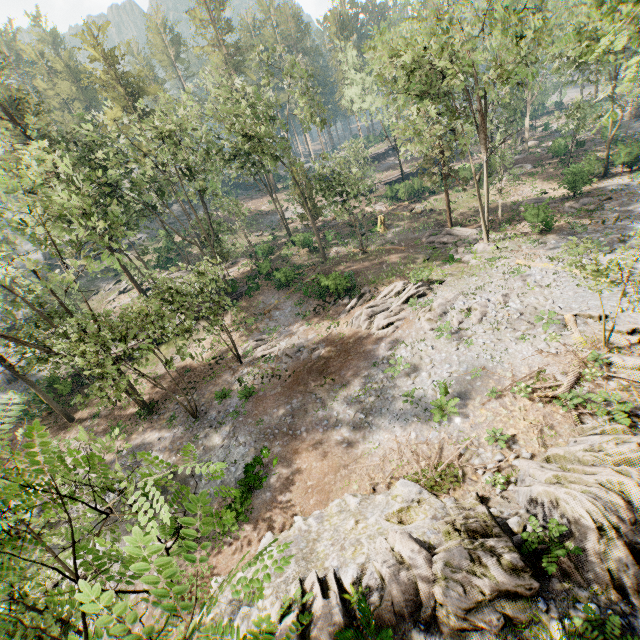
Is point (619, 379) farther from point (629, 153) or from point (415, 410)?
point (629, 153)

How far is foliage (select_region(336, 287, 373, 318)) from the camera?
27.2m

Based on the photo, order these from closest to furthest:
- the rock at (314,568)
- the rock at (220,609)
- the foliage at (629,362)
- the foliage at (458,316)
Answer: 1. the rock at (314,568)
2. the rock at (220,609)
3. the foliage at (629,362)
4. the foliage at (458,316)

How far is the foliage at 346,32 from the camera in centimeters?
5829cm

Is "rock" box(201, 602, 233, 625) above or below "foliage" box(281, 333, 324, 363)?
above

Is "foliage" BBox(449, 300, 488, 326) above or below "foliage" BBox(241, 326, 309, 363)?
above

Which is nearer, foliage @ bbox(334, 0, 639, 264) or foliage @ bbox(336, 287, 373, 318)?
foliage @ bbox(334, 0, 639, 264)

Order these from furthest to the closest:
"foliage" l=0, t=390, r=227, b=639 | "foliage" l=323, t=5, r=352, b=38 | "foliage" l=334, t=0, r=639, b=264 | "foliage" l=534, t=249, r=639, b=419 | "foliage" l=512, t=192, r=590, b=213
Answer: "foliage" l=323, t=5, r=352, b=38
"foliage" l=512, t=192, r=590, b=213
"foliage" l=334, t=0, r=639, b=264
"foliage" l=534, t=249, r=639, b=419
"foliage" l=0, t=390, r=227, b=639
